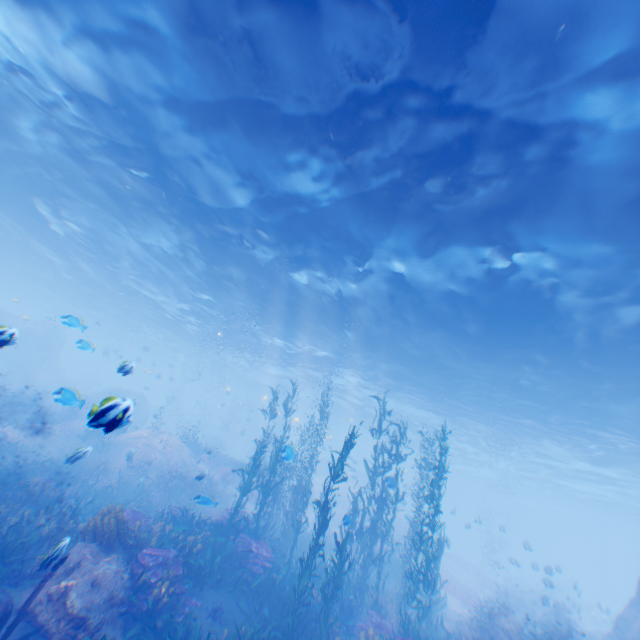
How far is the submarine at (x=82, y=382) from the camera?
51.5m

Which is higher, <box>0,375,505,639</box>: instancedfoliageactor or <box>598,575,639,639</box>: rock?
<box>598,575,639,639</box>: rock

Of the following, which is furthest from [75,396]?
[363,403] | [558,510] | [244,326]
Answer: [558,510]

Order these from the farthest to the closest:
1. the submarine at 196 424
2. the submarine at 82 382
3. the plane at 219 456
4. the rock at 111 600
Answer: the submarine at 82 382 < the submarine at 196 424 < the plane at 219 456 < the rock at 111 600

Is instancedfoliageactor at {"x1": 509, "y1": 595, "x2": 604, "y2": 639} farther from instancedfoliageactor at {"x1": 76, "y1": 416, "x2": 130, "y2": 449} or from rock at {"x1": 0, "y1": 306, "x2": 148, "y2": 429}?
instancedfoliageactor at {"x1": 76, "y1": 416, "x2": 130, "y2": 449}

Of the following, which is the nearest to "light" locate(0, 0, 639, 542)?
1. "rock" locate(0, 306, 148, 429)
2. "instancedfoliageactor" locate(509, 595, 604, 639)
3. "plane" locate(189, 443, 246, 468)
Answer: "rock" locate(0, 306, 148, 429)

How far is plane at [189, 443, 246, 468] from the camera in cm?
2541

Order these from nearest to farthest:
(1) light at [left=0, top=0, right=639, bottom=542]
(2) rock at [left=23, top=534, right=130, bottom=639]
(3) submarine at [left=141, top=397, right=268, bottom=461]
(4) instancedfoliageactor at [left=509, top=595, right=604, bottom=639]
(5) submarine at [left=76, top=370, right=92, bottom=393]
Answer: (2) rock at [left=23, top=534, right=130, bottom=639] < (1) light at [left=0, top=0, right=639, bottom=542] < (4) instancedfoliageactor at [left=509, top=595, right=604, bottom=639] < (3) submarine at [left=141, top=397, right=268, bottom=461] < (5) submarine at [left=76, top=370, right=92, bottom=393]
